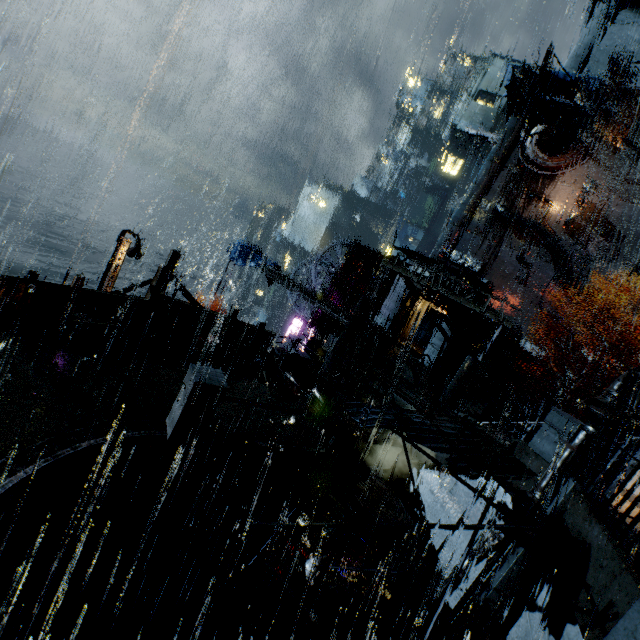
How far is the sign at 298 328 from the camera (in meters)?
30.24

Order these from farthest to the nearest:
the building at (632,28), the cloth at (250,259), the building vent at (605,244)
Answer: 1. the building vent at (605,244)
2. the building at (632,28)
3. the cloth at (250,259)

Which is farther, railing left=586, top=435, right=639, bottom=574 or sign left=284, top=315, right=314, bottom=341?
sign left=284, top=315, right=314, bottom=341

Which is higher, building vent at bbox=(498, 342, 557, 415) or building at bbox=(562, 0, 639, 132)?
building at bbox=(562, 0, 639, 132)

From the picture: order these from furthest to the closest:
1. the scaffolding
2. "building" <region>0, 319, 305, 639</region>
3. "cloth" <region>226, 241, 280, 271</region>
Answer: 1. "cloth" <region>226, 241, 280, 271</region>
2. "building" <region>0, 319, 305, 639</region>
3. the scaffolding

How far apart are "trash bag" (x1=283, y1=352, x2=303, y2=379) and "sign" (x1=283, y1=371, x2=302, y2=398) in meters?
1.7

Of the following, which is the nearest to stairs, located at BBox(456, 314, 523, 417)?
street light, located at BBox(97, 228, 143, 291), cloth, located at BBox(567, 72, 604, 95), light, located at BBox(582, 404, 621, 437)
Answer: light, located at BBox(582, 404, 621, 437)

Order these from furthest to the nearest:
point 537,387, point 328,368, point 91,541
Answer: point 537,387 < point 328,368 < point 91,541
